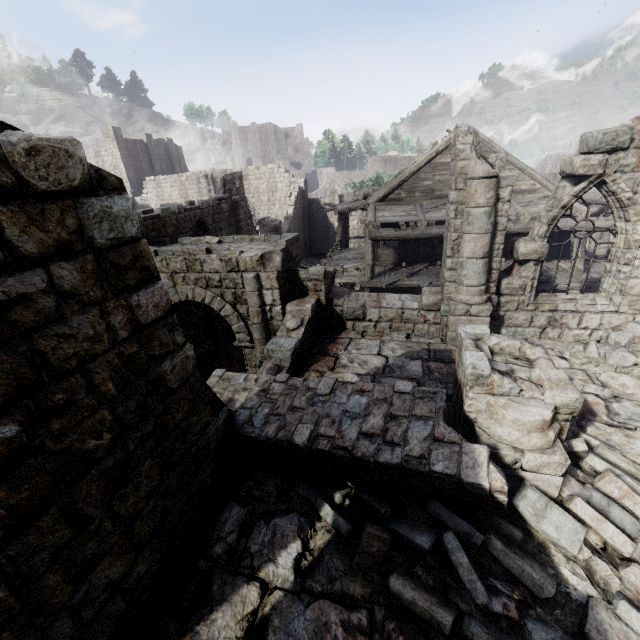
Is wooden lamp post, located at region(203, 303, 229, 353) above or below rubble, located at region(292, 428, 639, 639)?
below

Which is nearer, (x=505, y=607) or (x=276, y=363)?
(x=505, y=607)

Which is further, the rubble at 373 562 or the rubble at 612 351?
the rubble at 612 351

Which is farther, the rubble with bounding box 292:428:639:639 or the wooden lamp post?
the wooden lamp post

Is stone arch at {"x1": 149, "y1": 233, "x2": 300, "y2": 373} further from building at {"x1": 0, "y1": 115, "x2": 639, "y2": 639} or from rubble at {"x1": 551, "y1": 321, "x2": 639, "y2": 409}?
rubble at {"x1": 551, "y1": 321, "x2": 639, "y2": 409}

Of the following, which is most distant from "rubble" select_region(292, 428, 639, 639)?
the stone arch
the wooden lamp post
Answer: the wooden lamp post

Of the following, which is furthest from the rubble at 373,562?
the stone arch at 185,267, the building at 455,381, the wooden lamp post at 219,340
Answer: the wooden lamp post at 219,340
